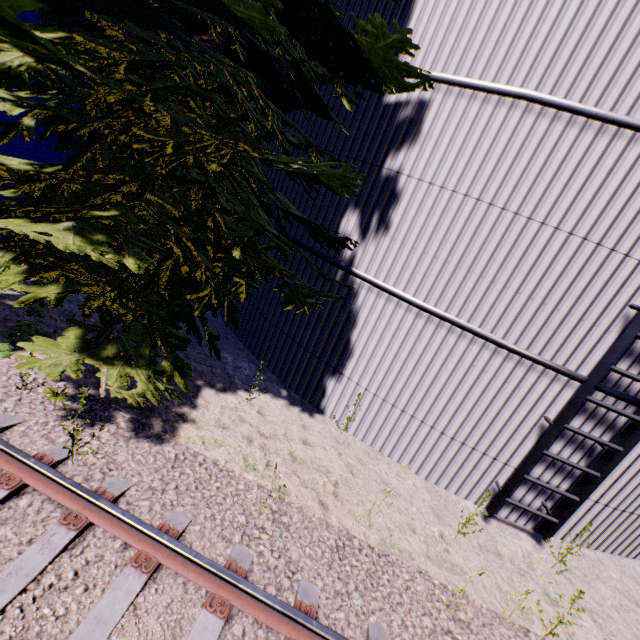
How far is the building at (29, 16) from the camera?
6.71m

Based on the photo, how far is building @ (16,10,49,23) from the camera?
6.7 meters

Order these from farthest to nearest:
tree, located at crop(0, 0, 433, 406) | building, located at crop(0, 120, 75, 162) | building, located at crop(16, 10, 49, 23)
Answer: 1. building, located at crop(0, 120, 75, 162)
2. building, located at crop(16, 10, 49, 23)
3. tree, located at crop(0, 0, 433, 406)

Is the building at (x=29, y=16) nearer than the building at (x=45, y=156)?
Yes

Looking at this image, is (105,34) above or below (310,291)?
above

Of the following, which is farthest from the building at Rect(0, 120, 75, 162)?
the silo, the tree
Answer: the silo

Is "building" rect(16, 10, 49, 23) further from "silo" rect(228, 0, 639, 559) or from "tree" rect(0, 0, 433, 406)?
"silo" rect(228, 0, 639, 559)
